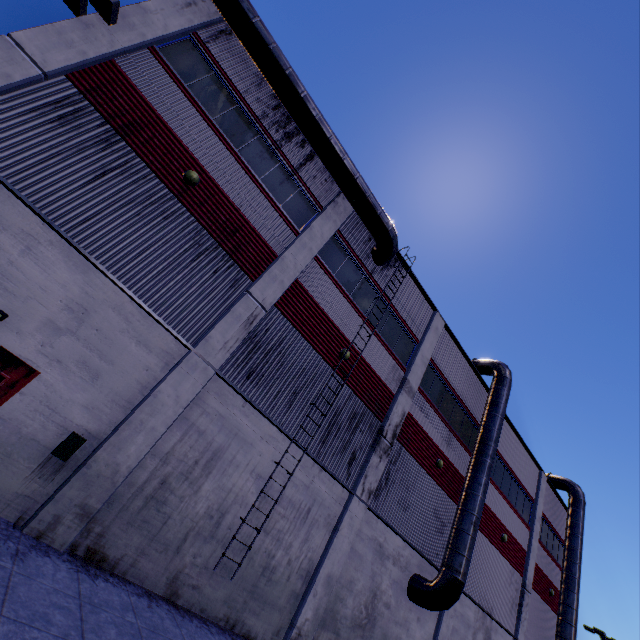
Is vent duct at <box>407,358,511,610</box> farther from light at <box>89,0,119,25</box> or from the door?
the door

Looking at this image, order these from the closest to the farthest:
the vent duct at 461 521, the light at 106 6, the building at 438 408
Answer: the building at 438 408
the light at 106 6
the vent duct at 461 521

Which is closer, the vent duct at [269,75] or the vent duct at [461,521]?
the vent duct at [269,75]

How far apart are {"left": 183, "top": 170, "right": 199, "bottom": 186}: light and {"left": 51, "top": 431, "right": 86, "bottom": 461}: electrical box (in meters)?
7.22

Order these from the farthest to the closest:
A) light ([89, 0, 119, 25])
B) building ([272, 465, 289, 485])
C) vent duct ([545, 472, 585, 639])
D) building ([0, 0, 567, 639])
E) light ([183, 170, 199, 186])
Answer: vent duct ([545, 472, 585, 639]) → building ([272, 465, 289, 485]) → light ([183, 170, 199, 186]) → light ([89, 0, 119, 25]) → building ([0, 0, 567, 639])

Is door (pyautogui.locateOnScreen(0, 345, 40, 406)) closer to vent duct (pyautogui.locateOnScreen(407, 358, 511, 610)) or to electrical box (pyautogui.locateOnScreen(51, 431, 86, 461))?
electrical box (pyautogui.locateOnScreen(51, 431, 86, 461))

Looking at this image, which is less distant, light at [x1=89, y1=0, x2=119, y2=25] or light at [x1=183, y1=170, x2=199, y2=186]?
light at [x1=89, y1=0, x2=119, y2=25]

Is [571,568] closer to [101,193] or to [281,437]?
[281,437]
